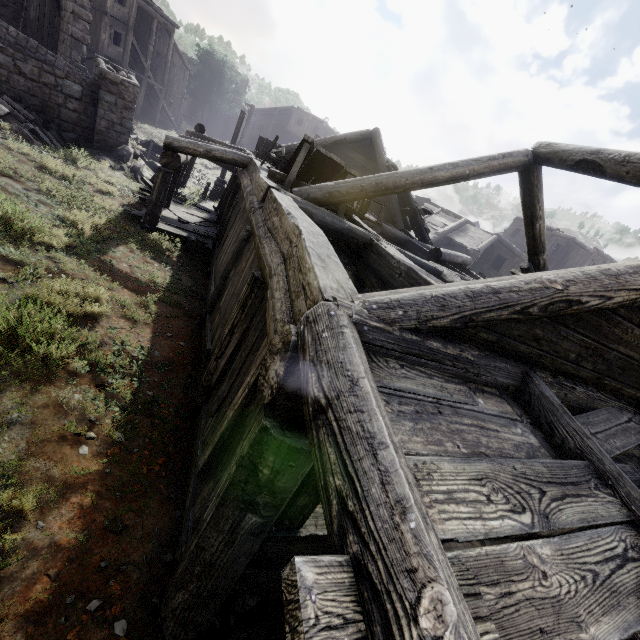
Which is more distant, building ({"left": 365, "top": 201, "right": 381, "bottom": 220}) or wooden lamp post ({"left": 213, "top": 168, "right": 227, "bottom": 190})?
wooden lamp post ({"left": 213, "top": 168, "right": 227, "bottom": 190})

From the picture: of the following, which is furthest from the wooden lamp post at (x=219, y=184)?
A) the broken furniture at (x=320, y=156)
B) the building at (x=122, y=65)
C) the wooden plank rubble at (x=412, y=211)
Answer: the broken furniture at (x=320, y=156)

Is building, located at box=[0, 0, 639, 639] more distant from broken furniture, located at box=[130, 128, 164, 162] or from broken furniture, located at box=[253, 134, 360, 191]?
broken furniture, located at box=[130, 128, 164, 162]

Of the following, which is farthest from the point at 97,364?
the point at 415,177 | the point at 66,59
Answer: the point at 66,59

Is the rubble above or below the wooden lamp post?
below

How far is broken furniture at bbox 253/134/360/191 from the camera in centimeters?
688cm

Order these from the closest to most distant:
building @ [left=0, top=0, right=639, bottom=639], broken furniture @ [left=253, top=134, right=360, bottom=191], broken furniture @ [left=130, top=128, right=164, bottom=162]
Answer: building @ [left=0, top=0, right=639, bottom=639] → broken furniture @ [left=253, top=134, right=360, bottom=191] → broken furniture @ [left=130, top=128, right=164, bottom=162]

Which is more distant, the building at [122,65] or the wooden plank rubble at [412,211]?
the wooden plank rubble at [412,211]
